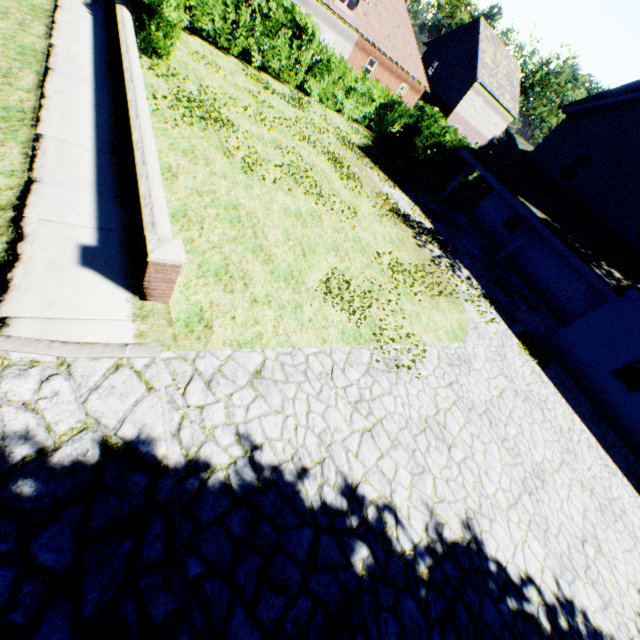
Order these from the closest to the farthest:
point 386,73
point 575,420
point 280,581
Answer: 1. point 280,581
2. point 575,420
3. point 386,73

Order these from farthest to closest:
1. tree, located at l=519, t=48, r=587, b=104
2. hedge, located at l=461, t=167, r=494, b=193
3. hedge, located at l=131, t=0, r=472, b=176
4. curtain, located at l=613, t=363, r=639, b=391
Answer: tree, located at l=519, t=48, r=587, b=104
hedge, located at l=461, t=167, r=494, b=193
curtain, located at l=613, t=363, r=639, b=391
hedge, located at l=131, t=0, r=472, b=176

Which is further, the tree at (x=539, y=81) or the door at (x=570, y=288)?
the tree at (x=539, y=81)

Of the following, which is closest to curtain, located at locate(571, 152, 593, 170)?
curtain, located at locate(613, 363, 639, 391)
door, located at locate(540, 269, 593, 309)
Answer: door, located at locate(540, 269, 593, 309)

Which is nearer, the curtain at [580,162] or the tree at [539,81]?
the curtain at [580,162]

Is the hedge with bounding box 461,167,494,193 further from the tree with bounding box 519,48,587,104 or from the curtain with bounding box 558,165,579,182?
the curtain with bounding box 558,165,579,182

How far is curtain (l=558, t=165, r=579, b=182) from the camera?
17.2 meters
